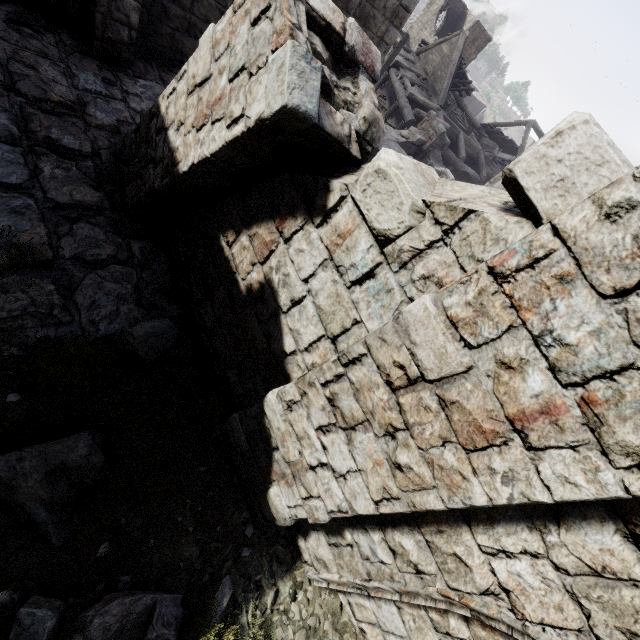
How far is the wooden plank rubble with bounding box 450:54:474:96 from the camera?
23.2m

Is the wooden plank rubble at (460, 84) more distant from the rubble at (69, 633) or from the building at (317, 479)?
the rubble at (69, 633)

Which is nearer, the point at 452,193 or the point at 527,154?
the point at 527,154

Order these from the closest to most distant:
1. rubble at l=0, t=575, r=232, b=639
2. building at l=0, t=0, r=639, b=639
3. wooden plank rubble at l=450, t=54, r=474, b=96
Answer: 1. building at l=0, t=0, r=639, b=639
2. rubble at l=0, t=575, r=232, b=639
3. wooden plank rubble at l=450, t=54, r=474, b=96

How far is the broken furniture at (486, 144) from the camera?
Answer: 23.19m

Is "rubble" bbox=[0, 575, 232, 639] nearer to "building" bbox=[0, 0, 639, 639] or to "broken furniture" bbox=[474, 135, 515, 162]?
"building" bbox=[0, 0, 639, 639]

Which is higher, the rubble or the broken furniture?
the broken furniture

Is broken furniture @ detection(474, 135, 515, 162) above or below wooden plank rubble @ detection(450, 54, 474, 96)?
below
